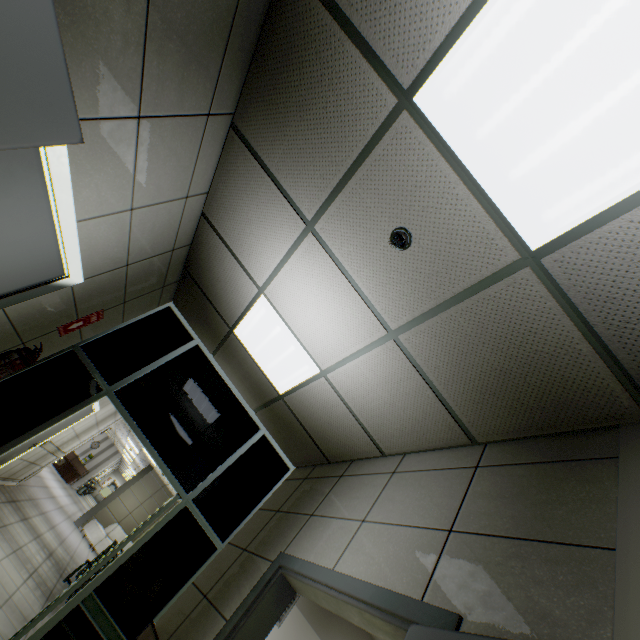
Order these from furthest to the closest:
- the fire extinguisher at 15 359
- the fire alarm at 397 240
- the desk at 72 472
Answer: the desk at 72 472, the fire extinguisher at 15 359, the fire alarm at 397 240

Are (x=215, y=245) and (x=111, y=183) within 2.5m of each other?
yes

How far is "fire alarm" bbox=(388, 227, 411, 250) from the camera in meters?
1.9

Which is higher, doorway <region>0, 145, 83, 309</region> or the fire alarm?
the fire alarm

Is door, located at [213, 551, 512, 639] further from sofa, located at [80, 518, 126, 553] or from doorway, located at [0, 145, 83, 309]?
sofa, located at [80, 518, 126, 553]

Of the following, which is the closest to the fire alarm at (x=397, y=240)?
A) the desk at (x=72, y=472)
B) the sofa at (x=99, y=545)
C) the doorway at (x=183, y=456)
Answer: the doorway at (x=183, y=456)

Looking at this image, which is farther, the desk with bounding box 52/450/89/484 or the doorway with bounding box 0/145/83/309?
the desk with bounding box 52/450/89/484

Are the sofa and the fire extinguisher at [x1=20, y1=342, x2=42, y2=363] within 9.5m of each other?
no
